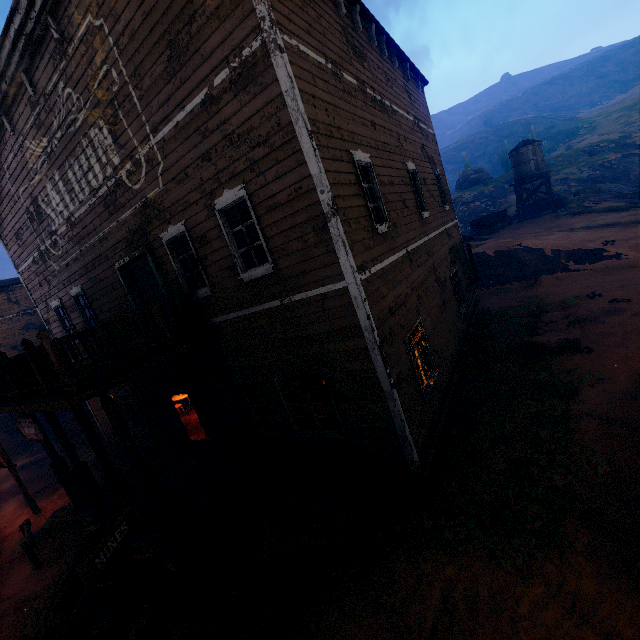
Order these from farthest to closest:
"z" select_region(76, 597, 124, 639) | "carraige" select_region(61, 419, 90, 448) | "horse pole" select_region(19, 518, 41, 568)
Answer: "carraige" select_region(61, 419, 90, 448), "horse pole" select_region(19, 518, 41, 568), "z" select_region(76, 597, 124, 639)

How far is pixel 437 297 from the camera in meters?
9.8 m

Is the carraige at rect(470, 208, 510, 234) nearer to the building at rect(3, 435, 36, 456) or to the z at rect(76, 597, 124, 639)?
the building at rect(3, 435, 36, 456)

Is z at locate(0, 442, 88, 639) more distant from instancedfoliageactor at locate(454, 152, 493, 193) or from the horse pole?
instancedfoliageactor at locate(454, 152, 493, 193)

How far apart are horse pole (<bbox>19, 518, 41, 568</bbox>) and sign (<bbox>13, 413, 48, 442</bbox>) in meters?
3.9

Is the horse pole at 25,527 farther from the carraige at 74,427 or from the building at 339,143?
the carraige at 74,427

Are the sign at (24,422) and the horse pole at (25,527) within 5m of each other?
yes

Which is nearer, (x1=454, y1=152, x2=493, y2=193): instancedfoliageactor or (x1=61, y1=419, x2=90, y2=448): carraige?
(x1=61, y1=419, x2=90, y2=448): carraige
